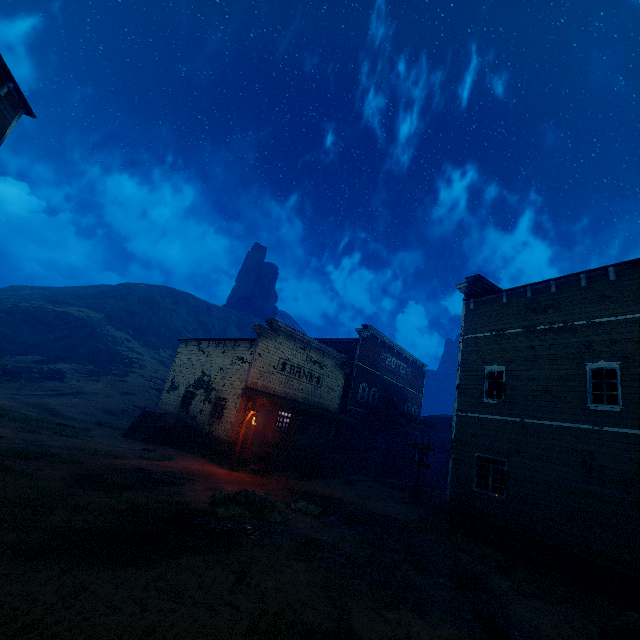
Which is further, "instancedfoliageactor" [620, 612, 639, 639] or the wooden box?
the wooden box

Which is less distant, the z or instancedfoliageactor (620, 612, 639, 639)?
the z

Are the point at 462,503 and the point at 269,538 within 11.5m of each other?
yes

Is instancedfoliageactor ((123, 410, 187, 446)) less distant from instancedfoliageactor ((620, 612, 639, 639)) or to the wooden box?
the wooden box

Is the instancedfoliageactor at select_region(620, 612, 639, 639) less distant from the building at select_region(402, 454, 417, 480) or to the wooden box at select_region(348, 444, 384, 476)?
the building at select_region(402, 454, 417, 480)

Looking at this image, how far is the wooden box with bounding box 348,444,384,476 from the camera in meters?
25.9

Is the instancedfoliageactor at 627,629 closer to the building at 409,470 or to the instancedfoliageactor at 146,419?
the building at 409,470

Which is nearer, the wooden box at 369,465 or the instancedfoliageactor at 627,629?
the instancedfoliageactor at 627,629
